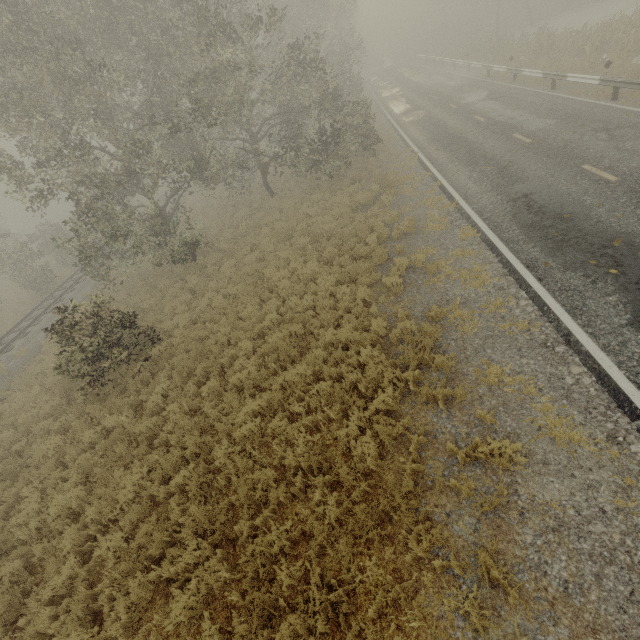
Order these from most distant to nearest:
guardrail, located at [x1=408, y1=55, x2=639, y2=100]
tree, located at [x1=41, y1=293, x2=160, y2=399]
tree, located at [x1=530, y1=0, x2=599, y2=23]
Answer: tree, located at [x1=530, y1=0, x2=599, y2=23] < guardrail, located at [x1=408, y1=55, x2=639, y2=100] < tree, located at [x1=41, y1=293, x2=160, y2=399]

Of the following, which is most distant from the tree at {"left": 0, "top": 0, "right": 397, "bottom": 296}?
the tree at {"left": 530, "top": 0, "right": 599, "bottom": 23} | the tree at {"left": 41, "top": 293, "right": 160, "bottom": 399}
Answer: the tree at {"left": 530, "top": 0, "right": 599, "bottom": 23}

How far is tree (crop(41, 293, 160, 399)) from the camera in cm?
970

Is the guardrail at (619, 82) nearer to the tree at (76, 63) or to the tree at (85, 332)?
the tree at (76, 63)

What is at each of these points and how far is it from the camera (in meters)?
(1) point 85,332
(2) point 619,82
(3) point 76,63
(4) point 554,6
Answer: (1) tree, 10.34
(2) guardrail, 13.05
(3) tree, 9.74
(4) tree, 36.03

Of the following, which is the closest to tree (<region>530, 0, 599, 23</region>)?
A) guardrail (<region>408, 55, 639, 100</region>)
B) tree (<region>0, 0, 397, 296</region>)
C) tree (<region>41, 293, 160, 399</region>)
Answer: guardrail (<region>408, 55, 639, 100</region>)

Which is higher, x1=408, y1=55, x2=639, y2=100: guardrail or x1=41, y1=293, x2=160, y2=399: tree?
x1=41, y1=293, x2=160, y2=399: tree

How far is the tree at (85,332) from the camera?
9.70m
